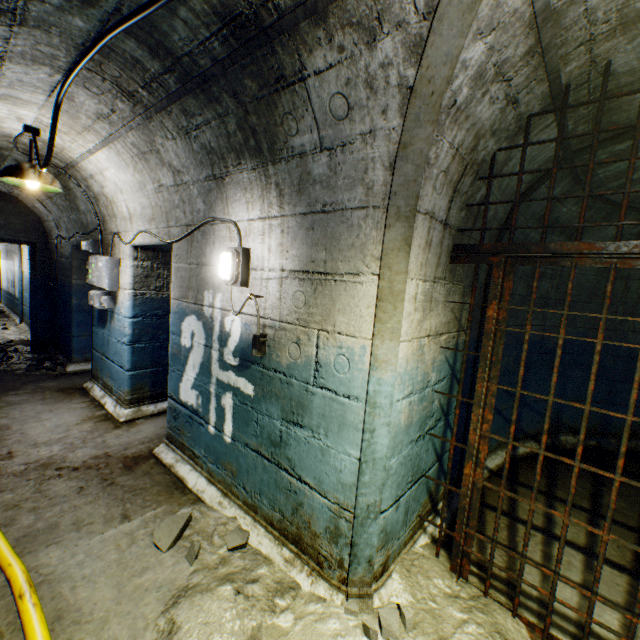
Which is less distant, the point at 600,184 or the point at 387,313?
the point at 387,313

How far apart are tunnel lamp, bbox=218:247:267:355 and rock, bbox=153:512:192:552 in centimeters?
134cm

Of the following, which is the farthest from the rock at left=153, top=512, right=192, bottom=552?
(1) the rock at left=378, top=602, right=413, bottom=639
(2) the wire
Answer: (2) the wire

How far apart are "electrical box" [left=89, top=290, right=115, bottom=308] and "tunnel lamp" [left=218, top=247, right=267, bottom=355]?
2.41m

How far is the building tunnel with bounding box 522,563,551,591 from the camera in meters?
2.1 m

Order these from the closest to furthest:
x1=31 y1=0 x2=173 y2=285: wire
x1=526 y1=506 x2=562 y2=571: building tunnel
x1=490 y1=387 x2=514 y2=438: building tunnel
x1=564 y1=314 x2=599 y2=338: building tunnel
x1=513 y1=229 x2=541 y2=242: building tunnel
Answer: x1=31 y1=0 x2=173 y2=285: wire, x1=526 y1=506 x2=562 y2=571: building tunnel, x1=513 y1=229 x2=541 y2=242: building tunnel, x1=490 y1=387 x2=514 y2=438: building tunnel, x1=564 y1=314 x2=599 y2=338: building tunnel

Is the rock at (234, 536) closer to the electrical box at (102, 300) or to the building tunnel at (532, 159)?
the building tunnel at (532, 159)

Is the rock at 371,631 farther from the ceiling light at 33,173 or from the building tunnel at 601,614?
the ceiling light at 33,173
